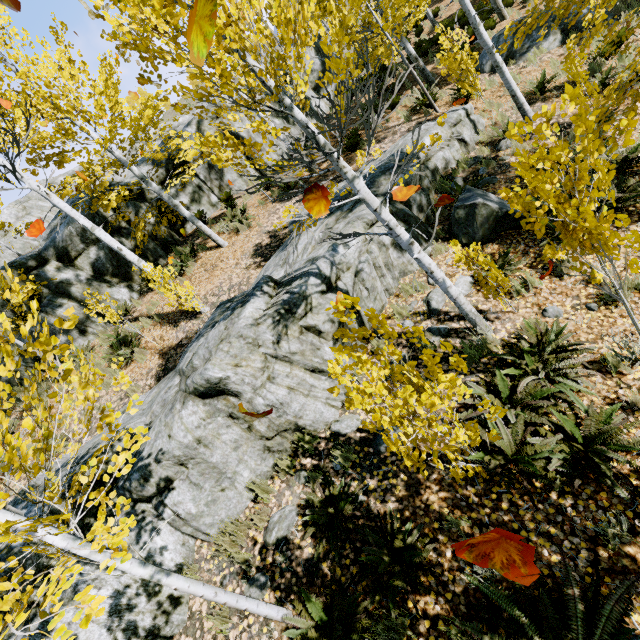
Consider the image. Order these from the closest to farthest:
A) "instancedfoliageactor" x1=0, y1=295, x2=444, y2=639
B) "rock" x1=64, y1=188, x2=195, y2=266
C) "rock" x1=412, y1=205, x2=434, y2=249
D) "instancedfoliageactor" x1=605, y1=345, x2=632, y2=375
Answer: "instancedfoliageactor" x1=0, y1=295, x2=444, y2=639 < "instancedfoliageactor" x1=605, y1=345, x2=632, y2=375 < "rock" x1=412, y1=205, x2=434, y2=249 < "rock" x1=64, y1=188, x2=195, y2=266

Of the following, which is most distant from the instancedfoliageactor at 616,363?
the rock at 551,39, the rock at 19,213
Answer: the rock at 551,39

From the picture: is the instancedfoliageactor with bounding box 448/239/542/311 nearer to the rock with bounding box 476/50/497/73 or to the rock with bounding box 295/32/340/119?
the rock with bounding box 295/32/340/119

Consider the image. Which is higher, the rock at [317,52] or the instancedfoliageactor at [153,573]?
the rock at [317,52]

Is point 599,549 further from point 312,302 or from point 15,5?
point 15,5

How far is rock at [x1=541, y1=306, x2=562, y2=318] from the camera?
4.8m

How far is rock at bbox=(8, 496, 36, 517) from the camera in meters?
3.8

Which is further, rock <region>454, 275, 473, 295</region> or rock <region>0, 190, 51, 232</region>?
rock <region>0, 190, 51, 232</region>
